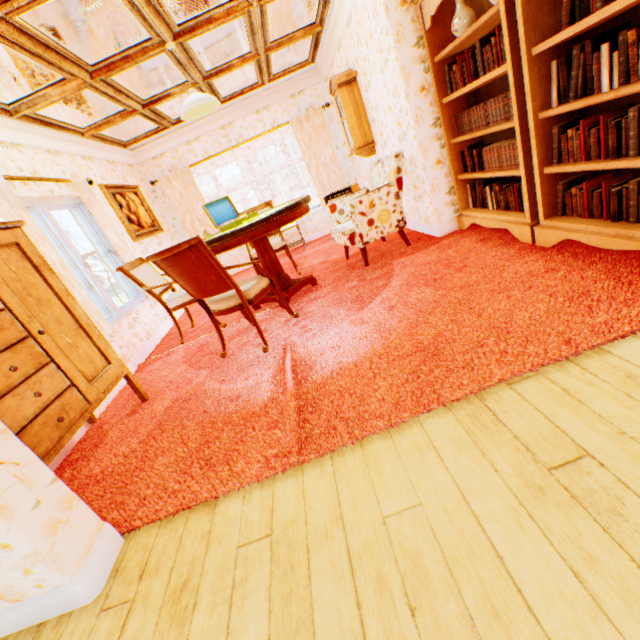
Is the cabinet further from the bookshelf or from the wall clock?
the wall clock

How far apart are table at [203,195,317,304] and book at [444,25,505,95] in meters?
1.9

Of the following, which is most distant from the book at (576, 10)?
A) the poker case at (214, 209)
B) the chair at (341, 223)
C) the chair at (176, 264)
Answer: the poker case at (214, 209)

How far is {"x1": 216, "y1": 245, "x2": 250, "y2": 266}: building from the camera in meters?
7.8

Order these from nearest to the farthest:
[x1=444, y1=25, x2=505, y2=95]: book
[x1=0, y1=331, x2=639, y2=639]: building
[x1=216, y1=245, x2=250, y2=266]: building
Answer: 1. [x1=0, y1=331, x2=639, y2=639]: building
2. [x1=444, y1=25, x2=505, y2=95]: book
3. [x1=216, y1=245, x2=250, y2=266]: building

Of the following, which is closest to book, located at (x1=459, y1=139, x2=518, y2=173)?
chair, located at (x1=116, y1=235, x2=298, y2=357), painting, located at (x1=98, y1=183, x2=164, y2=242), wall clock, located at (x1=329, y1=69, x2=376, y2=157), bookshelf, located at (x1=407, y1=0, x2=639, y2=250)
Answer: bookshelf, located at (x1=407, y1=0, x2=639, y2=250)

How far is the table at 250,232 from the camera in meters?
3.4

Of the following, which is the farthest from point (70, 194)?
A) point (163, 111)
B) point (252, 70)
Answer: point (252, 70)
